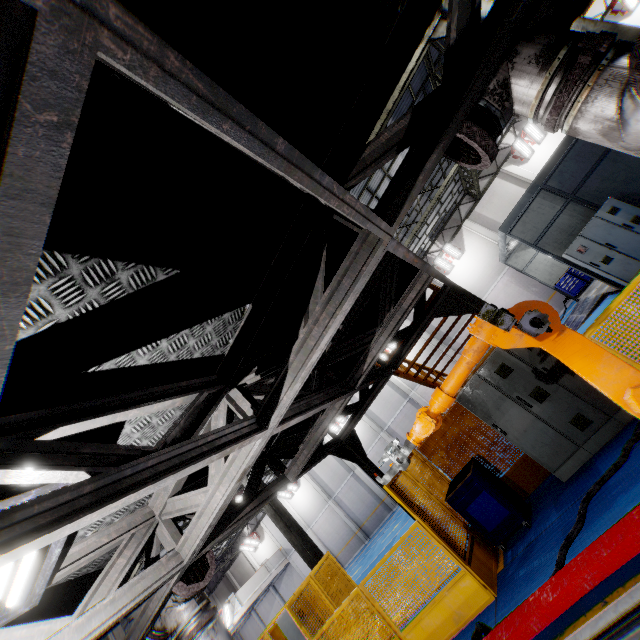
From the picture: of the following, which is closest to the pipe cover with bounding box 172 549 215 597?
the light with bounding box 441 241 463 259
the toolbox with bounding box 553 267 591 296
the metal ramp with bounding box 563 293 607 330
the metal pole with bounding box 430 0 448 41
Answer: the metal pole with bounding box 430 0 448 41

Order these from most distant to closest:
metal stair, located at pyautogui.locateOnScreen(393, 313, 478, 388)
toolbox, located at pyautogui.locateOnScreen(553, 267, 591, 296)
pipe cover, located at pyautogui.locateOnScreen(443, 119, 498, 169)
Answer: toolbox, located at pyautogui.locateOnScreen(553, 267, 591, 296)
metal stair, located at pyautogui.locateOnScreen(393, 313, 478, 388)
pipe cover, located at pyautogui.locateOnScreen(443, 119, 498, 169)

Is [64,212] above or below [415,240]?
below

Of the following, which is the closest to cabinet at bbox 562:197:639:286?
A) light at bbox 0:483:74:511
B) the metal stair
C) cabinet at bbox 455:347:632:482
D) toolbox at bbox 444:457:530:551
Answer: the metal stair

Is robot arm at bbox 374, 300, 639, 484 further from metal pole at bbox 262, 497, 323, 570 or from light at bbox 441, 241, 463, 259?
light at bbox 441, 241, 463, 259

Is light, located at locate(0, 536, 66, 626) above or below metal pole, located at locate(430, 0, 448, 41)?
below

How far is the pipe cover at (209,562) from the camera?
3.6m

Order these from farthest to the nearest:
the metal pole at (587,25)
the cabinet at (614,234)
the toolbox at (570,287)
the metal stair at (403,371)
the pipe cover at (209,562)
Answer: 1. the toolbox at (570,287)
2. the cabinet at (614,234)
3. the metal stair at (403,371)
4. the metal pole at (587,25)
5. the pipe cover at (209,562)
